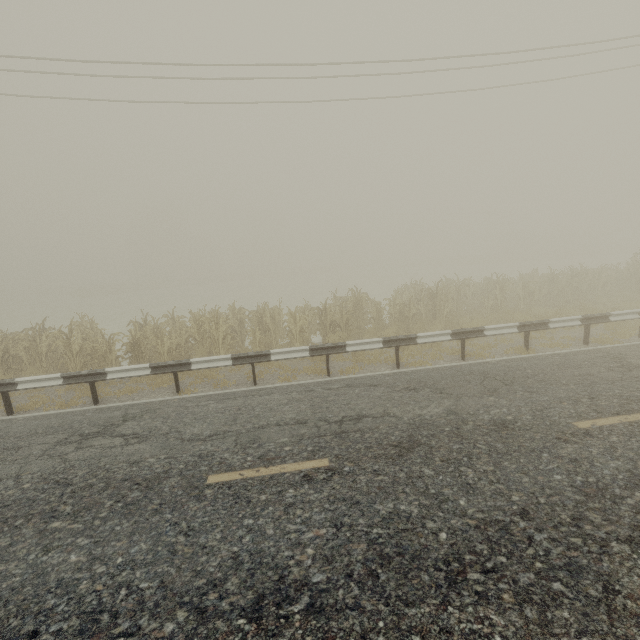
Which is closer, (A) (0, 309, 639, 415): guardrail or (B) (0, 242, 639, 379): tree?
(A) (0, 309, 639, 415): guardrail

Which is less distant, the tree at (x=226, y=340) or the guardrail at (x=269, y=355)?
the guardrail at (x=269, y=355)

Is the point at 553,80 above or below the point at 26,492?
above
